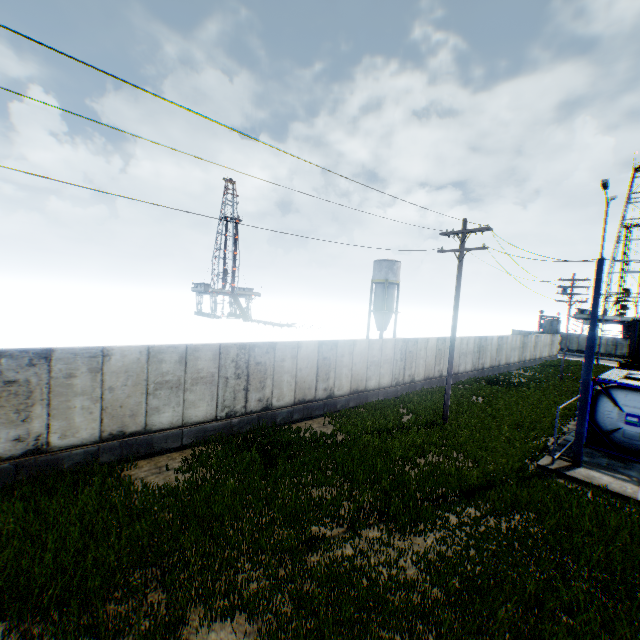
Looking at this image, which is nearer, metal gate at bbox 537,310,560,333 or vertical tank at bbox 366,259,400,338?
vertical tank at bbox 366,259,400,338

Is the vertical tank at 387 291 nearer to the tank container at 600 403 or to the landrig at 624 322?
the tank container at 600 403

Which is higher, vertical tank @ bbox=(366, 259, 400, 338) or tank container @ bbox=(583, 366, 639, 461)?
vertical tank @ bbox=(366, 259, 400, 338)

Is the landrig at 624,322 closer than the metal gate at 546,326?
No

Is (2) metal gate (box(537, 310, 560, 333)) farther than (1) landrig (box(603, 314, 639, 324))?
No

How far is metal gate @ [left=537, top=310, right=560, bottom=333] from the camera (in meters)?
49.69

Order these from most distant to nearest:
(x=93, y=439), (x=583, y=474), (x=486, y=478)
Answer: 1. (x=583, y=474)
2. (x=486, y=478)
3. (x=93, y=439)

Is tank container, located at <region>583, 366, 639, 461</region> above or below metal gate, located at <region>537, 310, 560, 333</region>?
below
